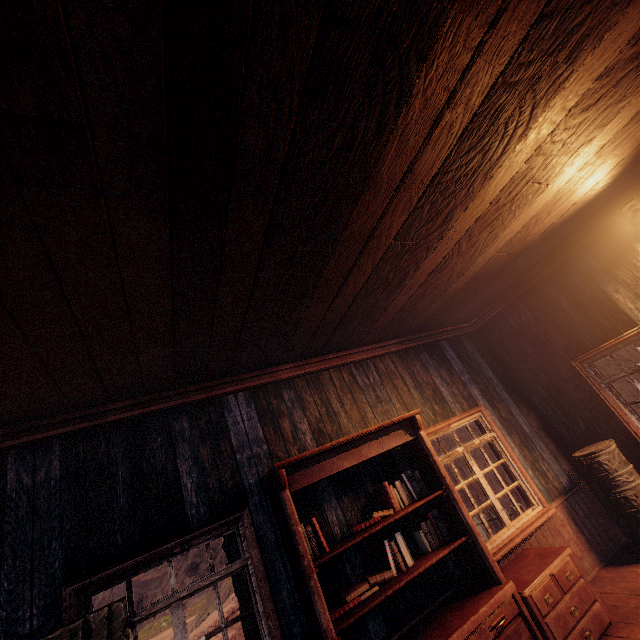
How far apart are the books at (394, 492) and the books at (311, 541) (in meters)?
0.41

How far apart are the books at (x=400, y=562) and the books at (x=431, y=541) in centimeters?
27cm

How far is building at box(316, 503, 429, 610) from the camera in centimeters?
329cm

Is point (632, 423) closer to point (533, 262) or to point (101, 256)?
point (533, 262)

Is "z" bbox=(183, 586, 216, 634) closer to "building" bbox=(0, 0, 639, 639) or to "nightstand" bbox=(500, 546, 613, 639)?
"building" bbox=(0, 0, 639, 639)

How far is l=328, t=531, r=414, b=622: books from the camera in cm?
300

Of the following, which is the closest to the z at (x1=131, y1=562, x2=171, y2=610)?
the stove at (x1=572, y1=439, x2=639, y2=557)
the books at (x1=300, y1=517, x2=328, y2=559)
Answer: the stove at (x1=572, y1=439, x2=639, y2=557)

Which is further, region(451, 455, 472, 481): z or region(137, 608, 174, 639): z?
region(137, 608, 174, 639): z
